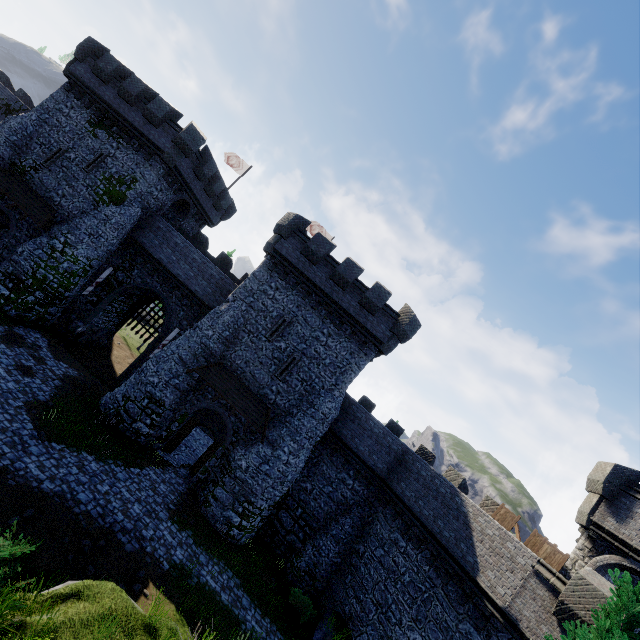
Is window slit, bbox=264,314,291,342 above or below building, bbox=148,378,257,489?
above

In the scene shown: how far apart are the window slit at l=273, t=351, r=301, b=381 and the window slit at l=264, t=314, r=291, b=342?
1.3m

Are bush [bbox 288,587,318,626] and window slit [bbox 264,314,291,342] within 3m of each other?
no

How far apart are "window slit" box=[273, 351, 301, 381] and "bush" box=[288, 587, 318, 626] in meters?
11.1

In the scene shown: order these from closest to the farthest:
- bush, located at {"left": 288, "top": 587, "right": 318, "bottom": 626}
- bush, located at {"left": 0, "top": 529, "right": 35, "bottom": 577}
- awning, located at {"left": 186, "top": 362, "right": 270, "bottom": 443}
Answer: bush, located at {"left": 0, "top": 529, "right": 35, "bottom": 577} → bush, located at {"left": 288, "top": 587, "right": 318, "bottom": 626} → awning, located at {"left": 186, "top": 362, "right": 270, "bottom": 443}

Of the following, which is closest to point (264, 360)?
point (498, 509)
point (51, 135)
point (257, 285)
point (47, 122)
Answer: point (257, 285)

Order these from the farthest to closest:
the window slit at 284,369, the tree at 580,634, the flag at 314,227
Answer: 1. the flag at 314,227
2. the window slit at 284,369
3. the tree at 580,634

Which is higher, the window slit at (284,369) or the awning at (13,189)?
the window slit at (284,369)
